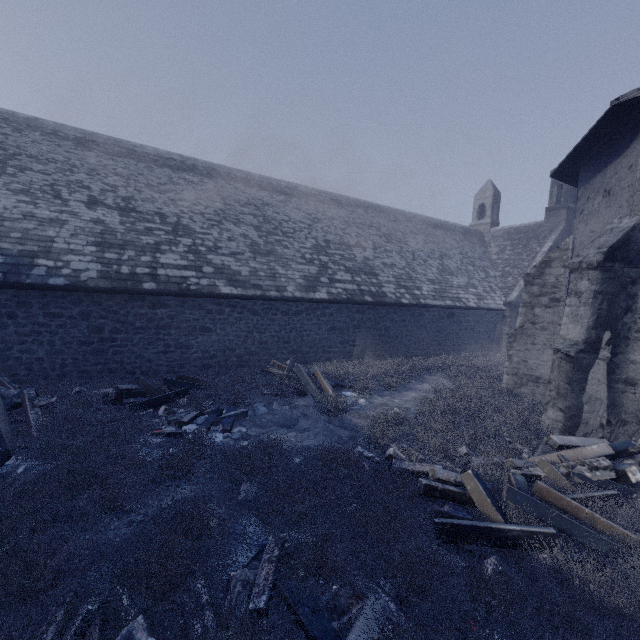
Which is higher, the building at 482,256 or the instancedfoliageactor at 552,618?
the building at 482,256

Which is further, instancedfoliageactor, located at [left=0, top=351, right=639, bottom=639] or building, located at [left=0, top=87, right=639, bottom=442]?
building, located at [left=0, top=87, right=639, bottom=442]

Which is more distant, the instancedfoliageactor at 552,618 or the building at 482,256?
the building at 482,256

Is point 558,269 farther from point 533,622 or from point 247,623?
point 247,623

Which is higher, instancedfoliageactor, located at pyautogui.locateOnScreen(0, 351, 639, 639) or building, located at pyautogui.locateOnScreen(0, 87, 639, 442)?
building, located at pyautogui.locateOnScreen(0, 87, 639, 442)
